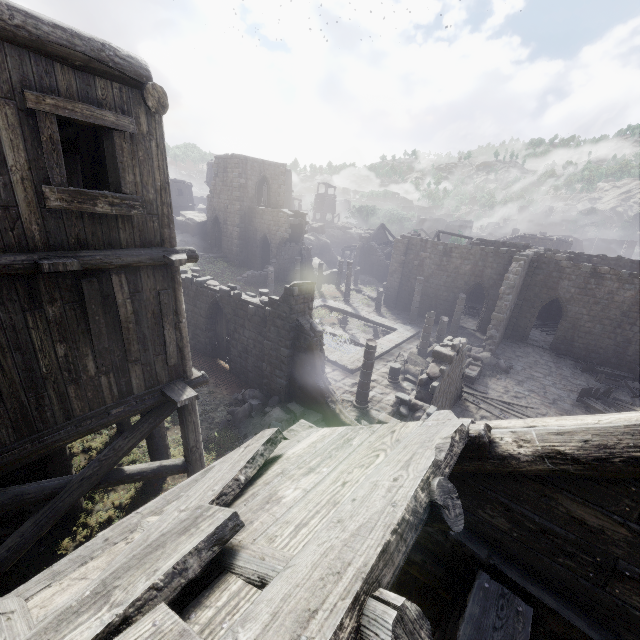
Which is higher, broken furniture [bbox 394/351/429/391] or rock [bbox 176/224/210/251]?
rock [bbox 176/224/210/251]

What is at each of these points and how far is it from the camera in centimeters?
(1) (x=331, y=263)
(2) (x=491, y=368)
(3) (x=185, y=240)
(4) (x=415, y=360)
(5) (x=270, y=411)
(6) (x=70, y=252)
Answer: (1) rock, 4784cm
(2) rubble, 1970cm
(3) rock, 3447cm
(4) broken furniture, 1950cm
(5) rubble, 1220cm
(6) building, 480cm

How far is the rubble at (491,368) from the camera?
19.4m

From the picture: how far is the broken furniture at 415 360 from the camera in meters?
17.0

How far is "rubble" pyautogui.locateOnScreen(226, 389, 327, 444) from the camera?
11.8m

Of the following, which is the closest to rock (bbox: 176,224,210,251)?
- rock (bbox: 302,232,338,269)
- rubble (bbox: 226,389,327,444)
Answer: rock (bbox: 302,232,338,269)

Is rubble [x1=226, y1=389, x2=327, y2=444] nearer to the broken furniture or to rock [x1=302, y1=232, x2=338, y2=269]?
the broken furniture

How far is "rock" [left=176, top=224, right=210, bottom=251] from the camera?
→ 34.44m
